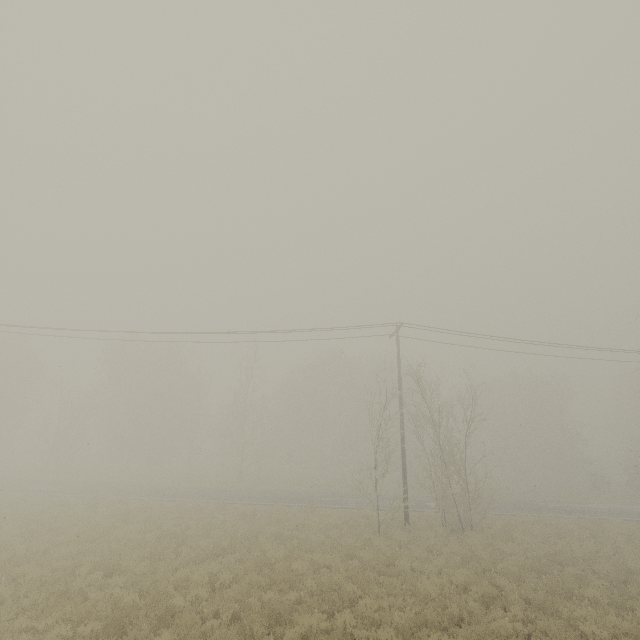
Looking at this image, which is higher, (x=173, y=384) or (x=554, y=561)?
(x=173, y=384)
